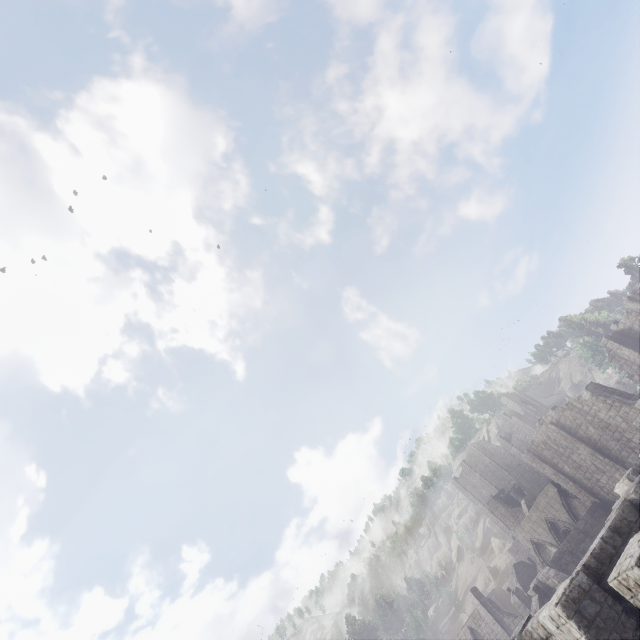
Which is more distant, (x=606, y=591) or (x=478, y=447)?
(x=478, y=447)

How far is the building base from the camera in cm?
5101

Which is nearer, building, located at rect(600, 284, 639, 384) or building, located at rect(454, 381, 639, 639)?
building, located at rect(454, 381, 639, 639)

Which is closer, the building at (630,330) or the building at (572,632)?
the building at (572,632)

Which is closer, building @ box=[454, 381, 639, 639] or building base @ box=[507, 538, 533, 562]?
building @ box=[454, 381, 639, 639]

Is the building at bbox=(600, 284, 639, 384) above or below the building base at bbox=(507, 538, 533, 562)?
above

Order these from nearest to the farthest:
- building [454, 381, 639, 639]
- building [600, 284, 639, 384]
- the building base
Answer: building [454, 381, 639, 639] < building [600, 284, 639, 384] < the building base

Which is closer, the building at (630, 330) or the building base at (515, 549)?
the building at (630, 330)
